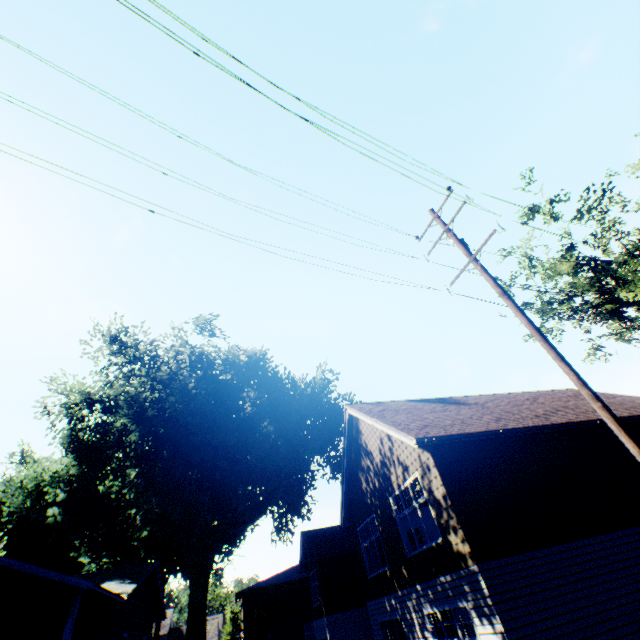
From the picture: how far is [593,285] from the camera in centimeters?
2316cm

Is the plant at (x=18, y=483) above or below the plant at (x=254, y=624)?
above

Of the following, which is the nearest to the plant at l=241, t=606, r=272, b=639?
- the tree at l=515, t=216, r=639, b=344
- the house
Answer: the house

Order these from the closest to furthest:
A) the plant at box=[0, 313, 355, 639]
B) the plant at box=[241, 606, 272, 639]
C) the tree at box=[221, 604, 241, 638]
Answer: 1. the plant at box=[0, 313, 355, 639]
2. the plant at box=[241, 606, 272, 639]
3. the tree at box=[221, 604, 241, 638]

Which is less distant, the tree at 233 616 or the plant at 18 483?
the plant at 18 483
